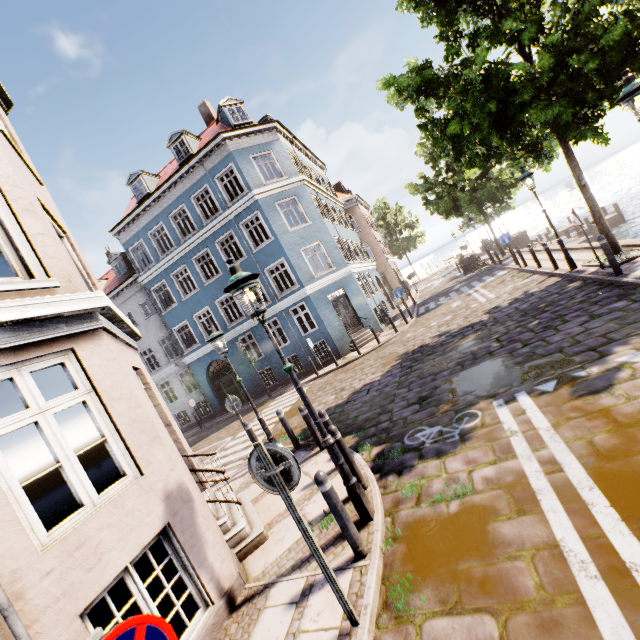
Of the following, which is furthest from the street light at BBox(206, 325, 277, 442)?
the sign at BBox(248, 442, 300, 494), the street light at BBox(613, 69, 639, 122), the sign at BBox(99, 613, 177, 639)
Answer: the street light at BBox(613, 69, 639, 122)

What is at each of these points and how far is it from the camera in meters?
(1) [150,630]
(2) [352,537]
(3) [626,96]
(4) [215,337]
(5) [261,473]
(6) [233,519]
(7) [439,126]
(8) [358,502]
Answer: (1) sign, 1.6 m
(2) bollard, 3.8 m
(3) street light, 5.2 m
(4) street light, 8.4 m
(5) sign, 3.1 m
(6) building, 5.5 m
(7) tree, 10.5 m
(8) street light, 4.3 m

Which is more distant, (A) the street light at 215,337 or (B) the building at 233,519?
(A) the street light at 215,337

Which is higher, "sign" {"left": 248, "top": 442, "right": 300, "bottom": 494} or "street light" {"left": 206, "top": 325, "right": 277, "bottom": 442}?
"street light" {"left": 206, "top": 325, "right": 277, "bottom": 442}

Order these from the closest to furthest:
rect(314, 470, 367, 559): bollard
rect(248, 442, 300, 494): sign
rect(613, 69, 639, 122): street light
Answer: rect(248, 442, 300, 494): sign, rect(314, 470, 367, 559): bollard, rect(613, 69, 639, 122): street light

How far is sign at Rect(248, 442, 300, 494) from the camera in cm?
299

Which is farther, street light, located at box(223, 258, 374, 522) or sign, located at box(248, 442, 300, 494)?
street light, located at box(223, 258, 374, 522)

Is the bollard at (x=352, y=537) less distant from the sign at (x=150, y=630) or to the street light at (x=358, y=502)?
the street light at (x=358, y=502)
